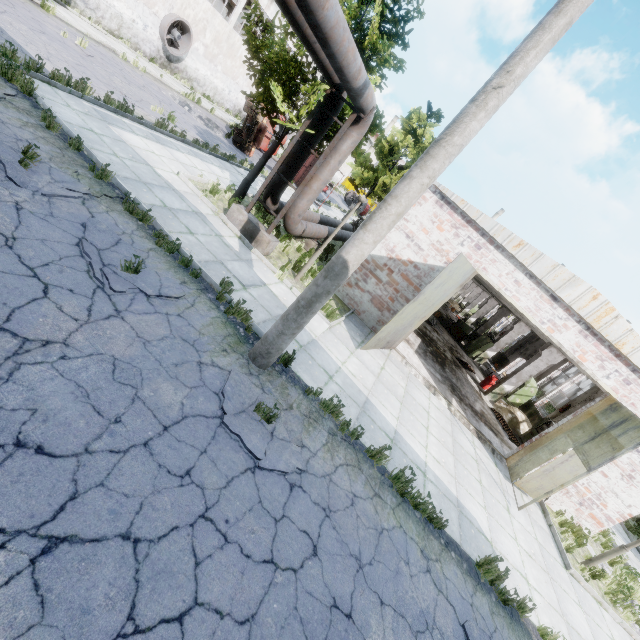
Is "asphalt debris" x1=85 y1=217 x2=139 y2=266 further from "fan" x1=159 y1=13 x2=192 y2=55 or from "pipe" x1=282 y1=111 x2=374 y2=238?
"fan" x1=159 y1=13 x2=192 y2=55

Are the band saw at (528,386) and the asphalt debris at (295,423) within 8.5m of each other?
no

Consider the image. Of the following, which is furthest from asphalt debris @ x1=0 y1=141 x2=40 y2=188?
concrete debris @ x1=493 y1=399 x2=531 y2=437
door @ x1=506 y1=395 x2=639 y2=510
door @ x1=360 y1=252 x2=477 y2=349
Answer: concrete debris @ x1=493 y1=399 x2=531 y2=437

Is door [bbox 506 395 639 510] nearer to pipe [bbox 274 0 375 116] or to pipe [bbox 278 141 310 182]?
pipe [bbox 274 0 375 116]

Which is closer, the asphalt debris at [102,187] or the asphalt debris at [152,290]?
the asphalt debris at [152,290]

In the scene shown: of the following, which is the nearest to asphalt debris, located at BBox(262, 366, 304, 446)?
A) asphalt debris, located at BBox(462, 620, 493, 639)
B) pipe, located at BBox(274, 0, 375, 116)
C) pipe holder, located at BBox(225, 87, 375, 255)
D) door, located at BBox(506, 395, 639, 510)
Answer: asphalt debris, located at BBox(462, 620, 493, 639)

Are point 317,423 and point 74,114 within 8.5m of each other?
no

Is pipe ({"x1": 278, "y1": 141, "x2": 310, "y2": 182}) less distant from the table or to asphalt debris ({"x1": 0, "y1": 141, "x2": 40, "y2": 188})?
asphalt debris ({"x1": 0, "y1": 141, "x2": 40, "y2": 188})
